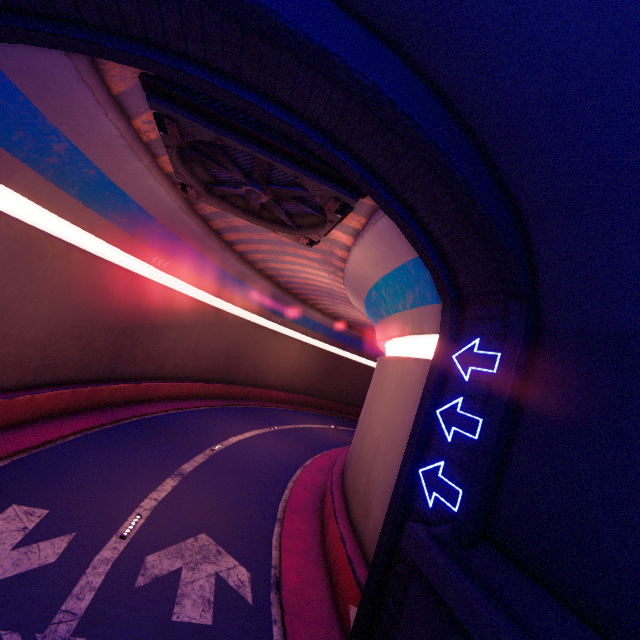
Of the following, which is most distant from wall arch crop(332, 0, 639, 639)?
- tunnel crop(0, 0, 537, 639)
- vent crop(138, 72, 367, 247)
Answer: vent crop(138, 72, 367, 247)

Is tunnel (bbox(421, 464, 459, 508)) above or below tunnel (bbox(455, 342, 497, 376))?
below

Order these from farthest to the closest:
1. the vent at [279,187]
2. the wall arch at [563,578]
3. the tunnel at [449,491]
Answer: the vent at [279,187]
the tunnel at [449,491]
the wall arch at [563,578]

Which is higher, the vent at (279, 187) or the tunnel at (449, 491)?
the vent at (279, 187)

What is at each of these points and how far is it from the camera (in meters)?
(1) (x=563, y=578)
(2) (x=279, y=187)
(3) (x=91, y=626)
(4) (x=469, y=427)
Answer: (1) wall arch, 4.38
(2) vent, 9.70
(3) tunnel, 6.57
(4) tunnel, 6.70

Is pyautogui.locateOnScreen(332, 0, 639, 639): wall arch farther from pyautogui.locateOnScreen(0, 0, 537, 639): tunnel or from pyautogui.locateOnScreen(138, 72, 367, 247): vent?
pyautogui.locateOnScreen(138, 72, 367, 247): vent
